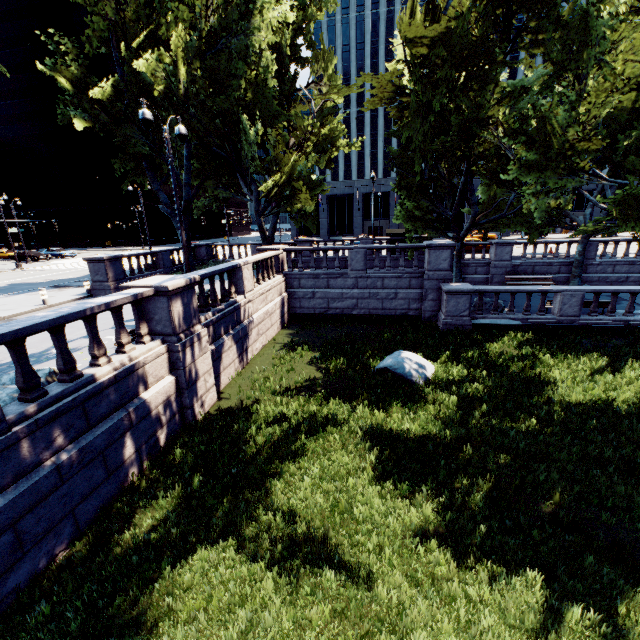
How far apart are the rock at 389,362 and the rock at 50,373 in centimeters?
909cm

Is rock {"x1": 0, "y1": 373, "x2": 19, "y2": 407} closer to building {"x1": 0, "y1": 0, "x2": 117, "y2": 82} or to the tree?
the tree

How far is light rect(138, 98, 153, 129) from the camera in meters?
10.1

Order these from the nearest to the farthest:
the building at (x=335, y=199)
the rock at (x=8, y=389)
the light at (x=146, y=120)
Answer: the rock at (x=8, y=389) → the light at (x=146, y=120) → the building at (x=335, y=199)

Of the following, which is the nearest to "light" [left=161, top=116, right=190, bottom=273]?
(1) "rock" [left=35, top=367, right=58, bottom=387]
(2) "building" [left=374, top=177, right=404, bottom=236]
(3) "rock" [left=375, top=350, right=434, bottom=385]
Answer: (1) "rock" [left=35, top=367, right=58, bottom=387]

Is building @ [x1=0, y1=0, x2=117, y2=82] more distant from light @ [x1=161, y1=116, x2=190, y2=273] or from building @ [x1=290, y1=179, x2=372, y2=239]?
light @ [x1=161, y1=116, x2=190, y2=273]

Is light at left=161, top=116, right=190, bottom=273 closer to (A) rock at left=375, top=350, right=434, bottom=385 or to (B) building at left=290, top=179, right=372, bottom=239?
(A) rock at left=375, top=350, right=434, bottom=385

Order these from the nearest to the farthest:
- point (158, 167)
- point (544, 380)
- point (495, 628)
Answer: point (495, 628) → point (544, 380) → point (158, 167)
